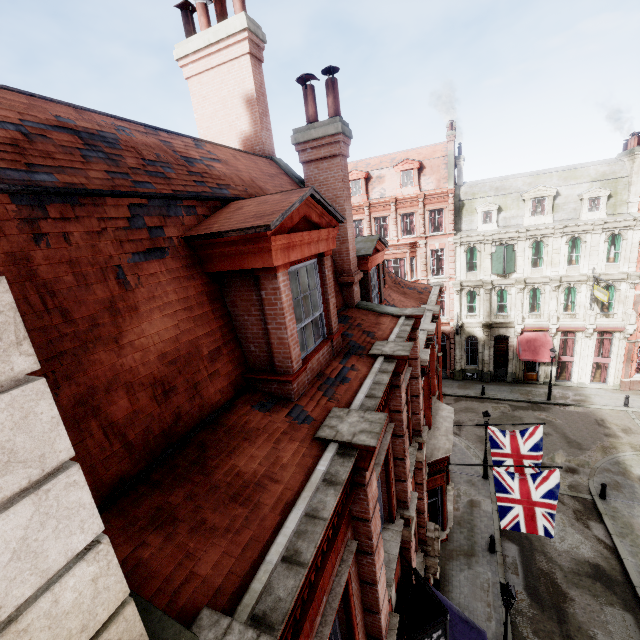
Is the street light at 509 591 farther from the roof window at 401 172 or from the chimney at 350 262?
the roof window at 401 172

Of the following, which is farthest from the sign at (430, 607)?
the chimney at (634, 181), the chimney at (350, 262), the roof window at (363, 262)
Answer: the chimney at (634, 181)

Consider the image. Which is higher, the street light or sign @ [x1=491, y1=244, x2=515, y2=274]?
sign @ [x1=491, y1=244, x2=515, y2=274]

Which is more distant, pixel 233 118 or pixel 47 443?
pixel 233 118

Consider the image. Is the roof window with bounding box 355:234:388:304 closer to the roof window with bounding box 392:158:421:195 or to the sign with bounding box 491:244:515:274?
the sign with bounding box 491:244:515:274

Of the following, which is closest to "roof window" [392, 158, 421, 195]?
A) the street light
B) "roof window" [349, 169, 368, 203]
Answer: "roof window" [349, 169, 368, 203]

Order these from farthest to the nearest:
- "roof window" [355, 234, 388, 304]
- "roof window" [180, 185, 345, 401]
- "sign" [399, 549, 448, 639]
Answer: "roof window" [355, 234, 388, 304] → "sign" [399, 549, 448, 639] → "roof window" [180, 185, 345, 401]

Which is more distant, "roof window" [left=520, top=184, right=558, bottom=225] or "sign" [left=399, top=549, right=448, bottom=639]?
"roof window" [left=520, top=184, right=558, bottom=225]
